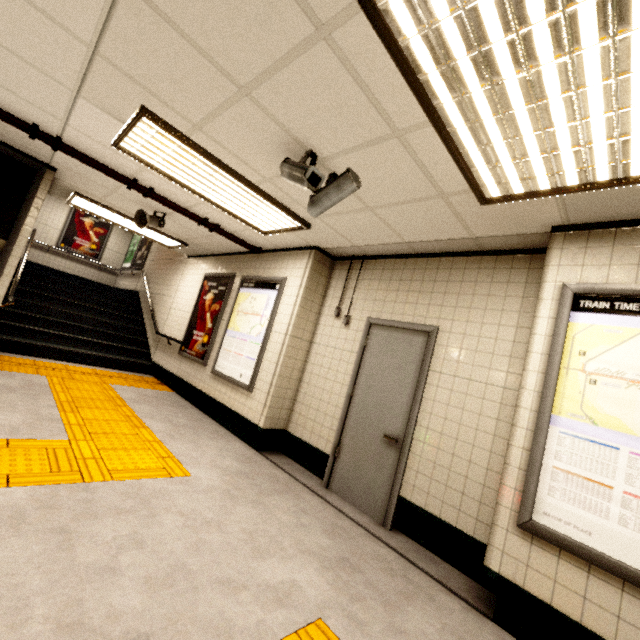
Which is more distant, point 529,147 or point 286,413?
point 286,413

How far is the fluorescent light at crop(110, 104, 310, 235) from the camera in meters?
2.8 m

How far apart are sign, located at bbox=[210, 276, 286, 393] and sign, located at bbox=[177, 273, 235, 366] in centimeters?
25cm

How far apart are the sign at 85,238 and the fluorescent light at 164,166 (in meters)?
10.24

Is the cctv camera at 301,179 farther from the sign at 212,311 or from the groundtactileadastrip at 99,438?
the sign at 212,311

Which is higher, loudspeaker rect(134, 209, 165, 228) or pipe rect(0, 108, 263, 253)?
pipe rect(0, 108, 263, 253)

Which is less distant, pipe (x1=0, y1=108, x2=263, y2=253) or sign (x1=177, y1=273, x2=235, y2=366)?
pipe (x1=0, y1=108, x2=263, y2=253)

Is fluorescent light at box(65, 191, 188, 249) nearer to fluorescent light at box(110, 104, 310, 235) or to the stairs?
the stairs
